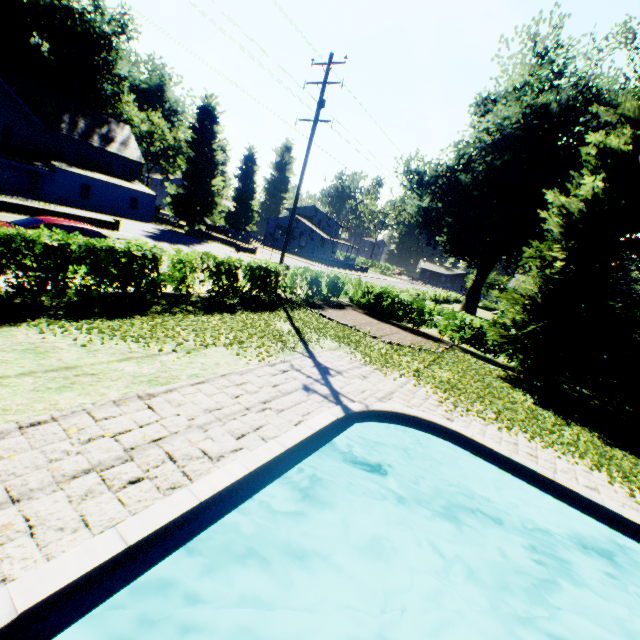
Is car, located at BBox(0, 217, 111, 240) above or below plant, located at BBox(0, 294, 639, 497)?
above

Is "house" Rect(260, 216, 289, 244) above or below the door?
above

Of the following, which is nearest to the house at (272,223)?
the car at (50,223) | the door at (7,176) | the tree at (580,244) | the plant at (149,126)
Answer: the plant at (149,126)

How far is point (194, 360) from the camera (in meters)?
7.50

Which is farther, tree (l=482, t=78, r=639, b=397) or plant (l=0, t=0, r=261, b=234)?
plant (l=0, t=0, r=261, b=234)

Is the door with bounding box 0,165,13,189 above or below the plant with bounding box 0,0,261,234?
below

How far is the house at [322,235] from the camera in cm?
5753

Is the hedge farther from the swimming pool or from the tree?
the swimming pool
